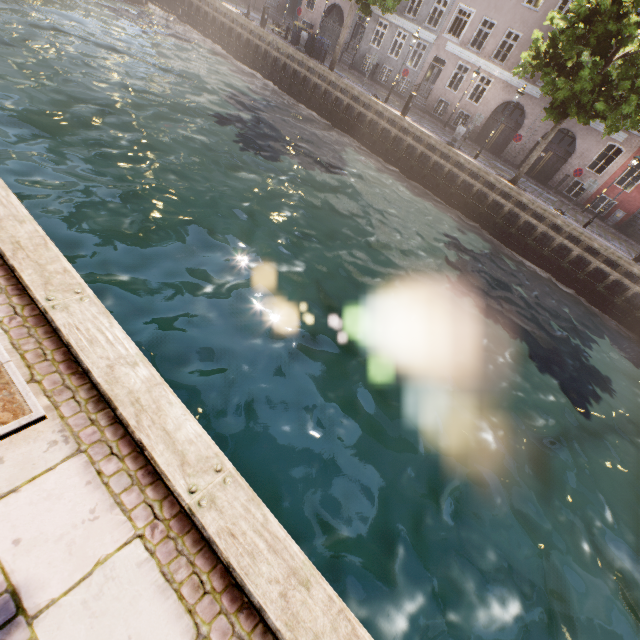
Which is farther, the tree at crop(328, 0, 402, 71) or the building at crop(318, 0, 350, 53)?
the building at crop(318, 0, 350, 53)

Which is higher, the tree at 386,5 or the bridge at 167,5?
the tree at 386,5

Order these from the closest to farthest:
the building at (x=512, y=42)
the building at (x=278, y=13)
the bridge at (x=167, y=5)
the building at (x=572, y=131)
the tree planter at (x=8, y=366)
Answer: the tree planter at (x=8, y=366) < the building at (x=572, y=131) < the building at (x=512, y=42) < the bridge at (x=167, y=5) < the building at (x=278, y=13)

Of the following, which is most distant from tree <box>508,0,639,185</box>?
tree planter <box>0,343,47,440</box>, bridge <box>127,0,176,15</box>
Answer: bridge <box>127,0,176,15</box>

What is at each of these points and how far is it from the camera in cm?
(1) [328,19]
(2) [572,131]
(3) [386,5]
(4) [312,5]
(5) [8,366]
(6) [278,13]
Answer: (1) building, 2906
(2) building, 2184
(3) tree, 2042
(4) building, 3058
(5) tree planter, 225
(6) building, 3309

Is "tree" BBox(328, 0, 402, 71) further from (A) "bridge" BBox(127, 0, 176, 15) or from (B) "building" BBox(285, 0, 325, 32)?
(B) "building" BBox(285, 0, 325, 32)

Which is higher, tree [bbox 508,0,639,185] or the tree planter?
tree [bbox 508,0,639,185]

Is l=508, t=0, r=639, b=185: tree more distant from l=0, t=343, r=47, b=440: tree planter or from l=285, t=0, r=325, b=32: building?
→ l=285, t=0, r=325, b=32: building
